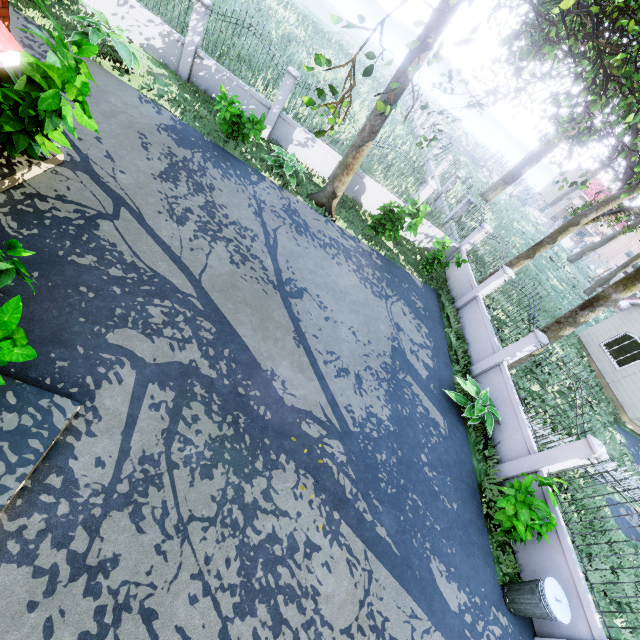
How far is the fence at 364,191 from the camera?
13.3m

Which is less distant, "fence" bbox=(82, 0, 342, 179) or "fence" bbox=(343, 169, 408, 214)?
"fence" bbox=(82, 0, 342, 179)

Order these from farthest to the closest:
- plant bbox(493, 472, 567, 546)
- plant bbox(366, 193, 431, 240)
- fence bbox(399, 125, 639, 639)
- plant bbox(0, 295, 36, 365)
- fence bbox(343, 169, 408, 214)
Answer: fence bbox(343, 169, 408, 214) → plant bbox(366, 193, 431, 240) → fence bbox(399, 125, 639, 639) → plant bbox(493, 472, 567, 546) → plant bbox(0, 295, 36, 365)

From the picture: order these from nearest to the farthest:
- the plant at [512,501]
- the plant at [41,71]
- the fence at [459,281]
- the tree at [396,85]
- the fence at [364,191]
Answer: the tree at [396,85], the plant at [41,71], the plant at [512,501], the fence at [459,281], the fence at [364,191]

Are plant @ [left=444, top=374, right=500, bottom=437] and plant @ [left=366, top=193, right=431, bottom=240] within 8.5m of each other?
yes

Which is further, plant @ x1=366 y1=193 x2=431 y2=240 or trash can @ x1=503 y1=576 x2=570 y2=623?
plant @ x1=366 y1=193 x2=431 y2=240

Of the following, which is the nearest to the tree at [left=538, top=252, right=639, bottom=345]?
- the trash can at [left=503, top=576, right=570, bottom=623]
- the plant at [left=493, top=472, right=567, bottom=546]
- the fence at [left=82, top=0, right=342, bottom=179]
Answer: the fence at [left=82, top=0, right=342, bottom=179]

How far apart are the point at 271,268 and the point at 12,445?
5.9 meters
